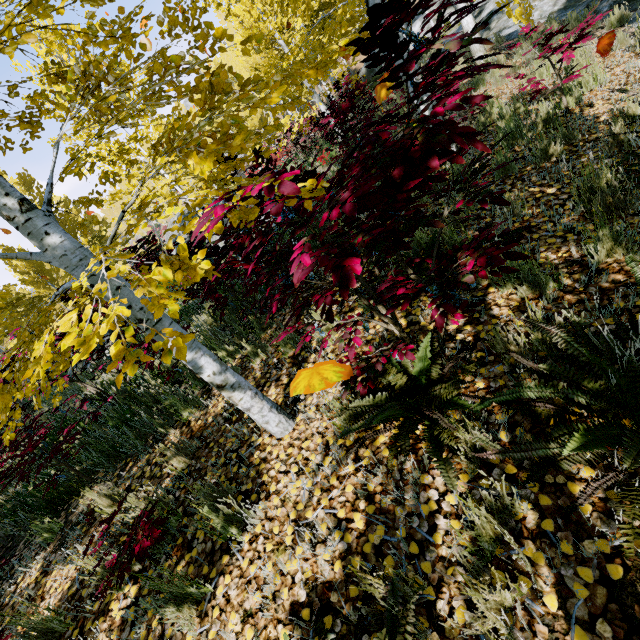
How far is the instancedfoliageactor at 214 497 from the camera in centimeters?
215cm

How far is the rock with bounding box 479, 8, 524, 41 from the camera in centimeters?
1048cm

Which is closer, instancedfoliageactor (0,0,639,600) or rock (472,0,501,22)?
instancedfoliageactor (0,0,639,600)

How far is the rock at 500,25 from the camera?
10.48m

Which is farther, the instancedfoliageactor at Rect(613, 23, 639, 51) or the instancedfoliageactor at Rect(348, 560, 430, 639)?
the instancedfoliageactor at Rect(613, 23, 639, 51)

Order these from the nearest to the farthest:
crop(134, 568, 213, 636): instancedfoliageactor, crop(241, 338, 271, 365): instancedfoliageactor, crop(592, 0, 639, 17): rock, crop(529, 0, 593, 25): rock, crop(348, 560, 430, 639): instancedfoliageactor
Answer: crop(348, 560, 430, 639): instancedfoliageactor → crop(134, 568, 213, 636): instancedfoliageactor → crop(241, 338, 271, 365): instancedfoliageactor → crop(592, 0, 639, 17): rock → crop(529, 0, 593, 25): rock

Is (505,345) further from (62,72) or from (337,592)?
(62,72)
